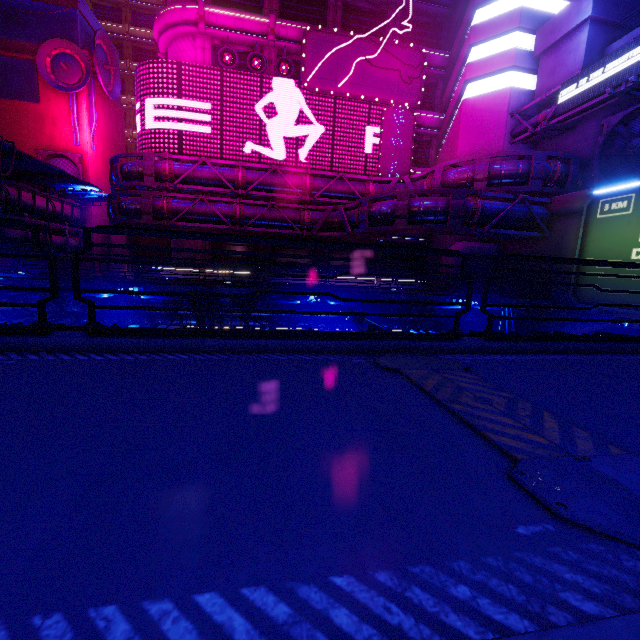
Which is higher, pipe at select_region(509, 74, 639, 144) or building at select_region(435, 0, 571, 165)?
building at select_region(435, 0, 571, 165)

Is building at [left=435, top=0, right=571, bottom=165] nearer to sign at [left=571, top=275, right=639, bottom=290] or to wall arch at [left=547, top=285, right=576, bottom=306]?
wall arch at [left=547, top=285, right=576, bottom=306]

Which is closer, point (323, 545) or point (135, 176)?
point (323, 545)

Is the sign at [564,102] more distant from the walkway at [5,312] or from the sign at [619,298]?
the walkway at [5,312]

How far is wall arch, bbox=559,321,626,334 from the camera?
16.2 meters

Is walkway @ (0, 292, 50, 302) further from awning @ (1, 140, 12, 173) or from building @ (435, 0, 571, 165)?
awning @ (1, 140, 12, 173)

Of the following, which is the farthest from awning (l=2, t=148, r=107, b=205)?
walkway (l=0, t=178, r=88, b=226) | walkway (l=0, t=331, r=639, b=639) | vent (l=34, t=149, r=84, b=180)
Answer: walkway (l=0, t=331, r=639, b=639)

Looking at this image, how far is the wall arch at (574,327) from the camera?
16.2 meters
